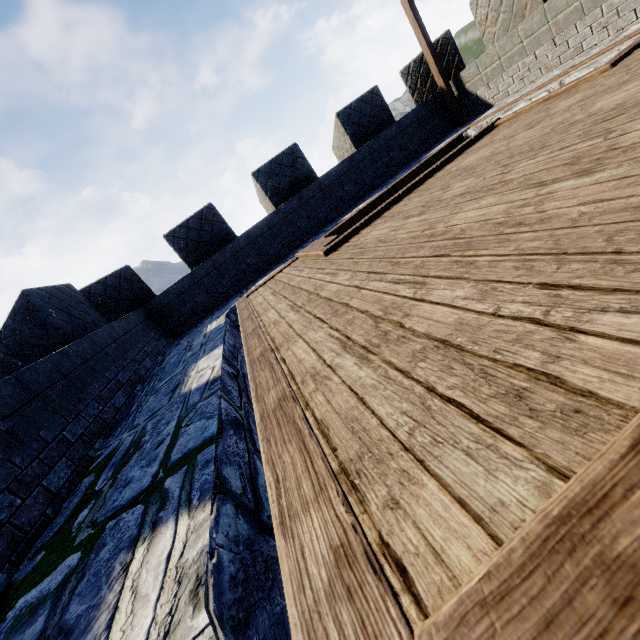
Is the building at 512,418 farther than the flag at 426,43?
No

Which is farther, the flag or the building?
the flag

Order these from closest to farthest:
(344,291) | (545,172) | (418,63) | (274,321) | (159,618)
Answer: (159,618) → (545,172) → (344,291) → (274,321) → (418,63)
